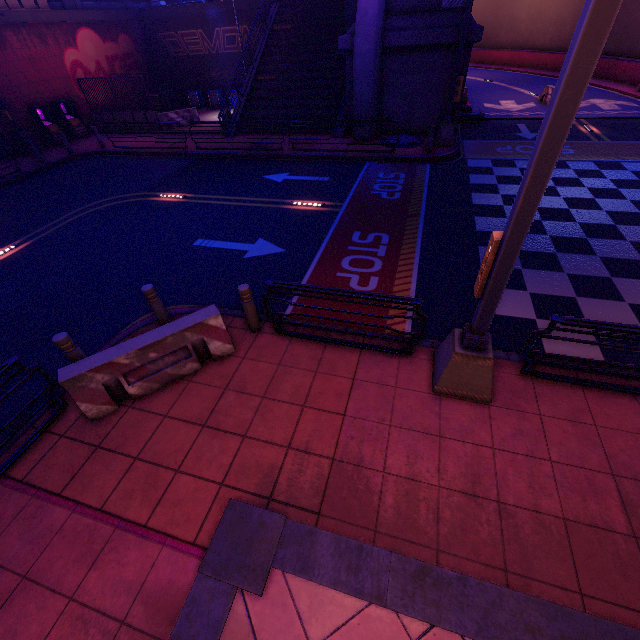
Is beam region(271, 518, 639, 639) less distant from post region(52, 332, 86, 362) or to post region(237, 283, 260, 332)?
post region(237, 283, 260, 332)

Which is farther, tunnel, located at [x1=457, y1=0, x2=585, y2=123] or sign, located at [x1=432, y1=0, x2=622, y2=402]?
tunnel, located at [x1=457, y1=0, x2=585, y2=123]

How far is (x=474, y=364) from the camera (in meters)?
4.66

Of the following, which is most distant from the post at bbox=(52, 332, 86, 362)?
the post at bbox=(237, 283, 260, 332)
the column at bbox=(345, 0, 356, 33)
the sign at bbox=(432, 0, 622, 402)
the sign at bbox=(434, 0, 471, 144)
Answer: the column at bbox=(345, 0, 356, 33)

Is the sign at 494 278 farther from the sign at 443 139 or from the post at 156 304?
the sign at 443 139

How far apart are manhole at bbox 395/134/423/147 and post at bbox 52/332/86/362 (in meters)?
14.56

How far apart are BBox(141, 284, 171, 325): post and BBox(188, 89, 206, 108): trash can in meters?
25.8

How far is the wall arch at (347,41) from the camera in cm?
1440
